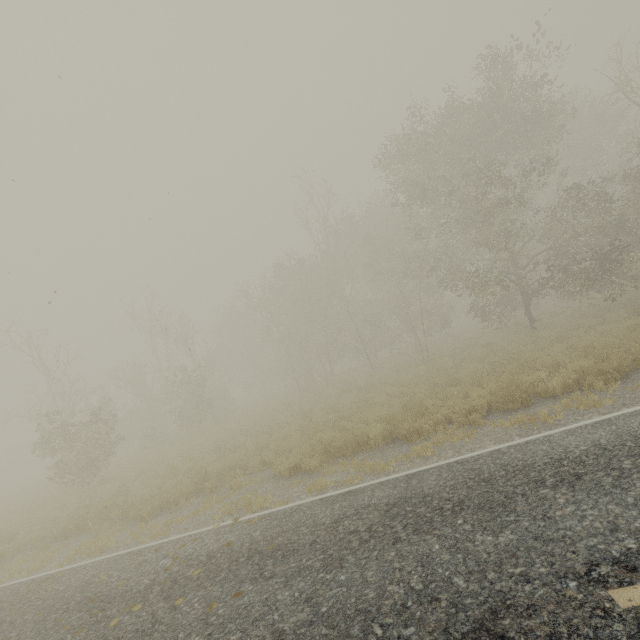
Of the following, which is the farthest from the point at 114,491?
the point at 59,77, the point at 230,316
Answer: the point at 230,316
